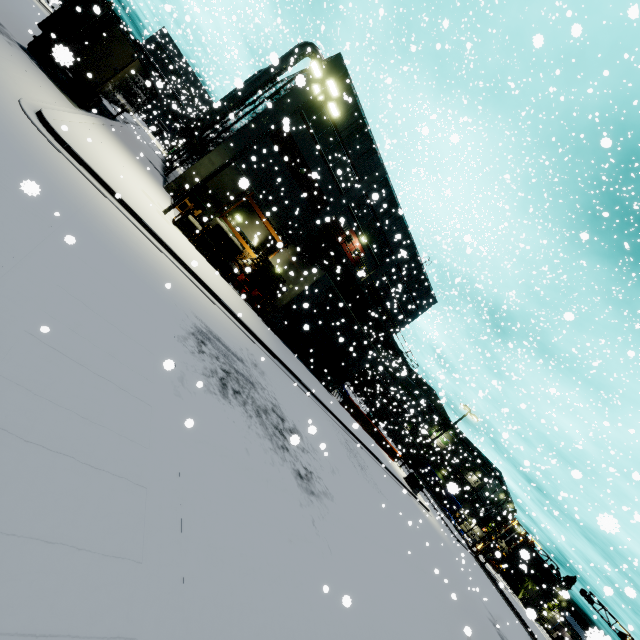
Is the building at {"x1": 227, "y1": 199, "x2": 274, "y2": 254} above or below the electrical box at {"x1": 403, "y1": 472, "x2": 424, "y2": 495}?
above

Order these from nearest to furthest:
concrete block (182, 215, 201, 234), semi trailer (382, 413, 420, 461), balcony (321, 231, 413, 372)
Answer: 1. concrete block (182, 215, 201, 234)
2. balcony (321, 231, 413, 372)
3. semi trailer (382, 413, 420, 461)

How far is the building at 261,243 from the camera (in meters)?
23.84

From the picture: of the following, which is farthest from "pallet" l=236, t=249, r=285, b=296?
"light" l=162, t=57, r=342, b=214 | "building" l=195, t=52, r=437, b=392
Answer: "light" l=162, t=57, r=342, b=214

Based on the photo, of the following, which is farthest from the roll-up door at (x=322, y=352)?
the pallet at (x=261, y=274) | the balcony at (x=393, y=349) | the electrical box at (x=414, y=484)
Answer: the electrical box at (x=414, y=484)

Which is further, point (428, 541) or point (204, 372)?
point (428, 541)

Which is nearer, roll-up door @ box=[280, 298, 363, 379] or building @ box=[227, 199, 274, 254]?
roll-up door @ box=[280, 298, 363, 379]
